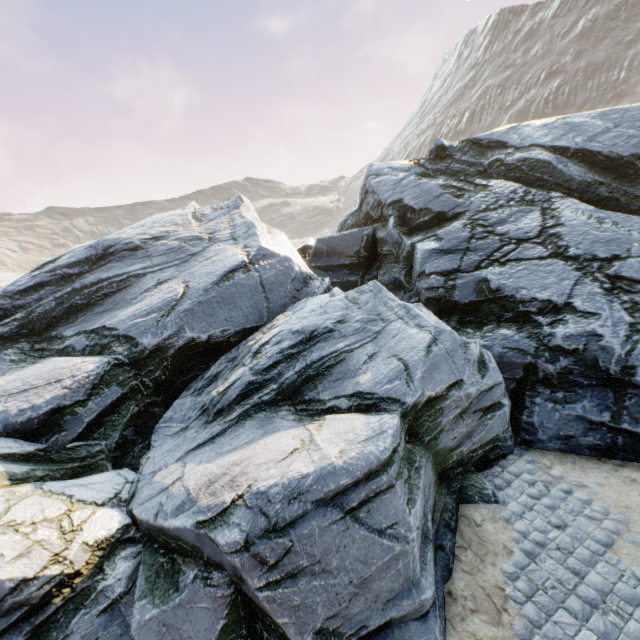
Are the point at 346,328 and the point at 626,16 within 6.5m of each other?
no
